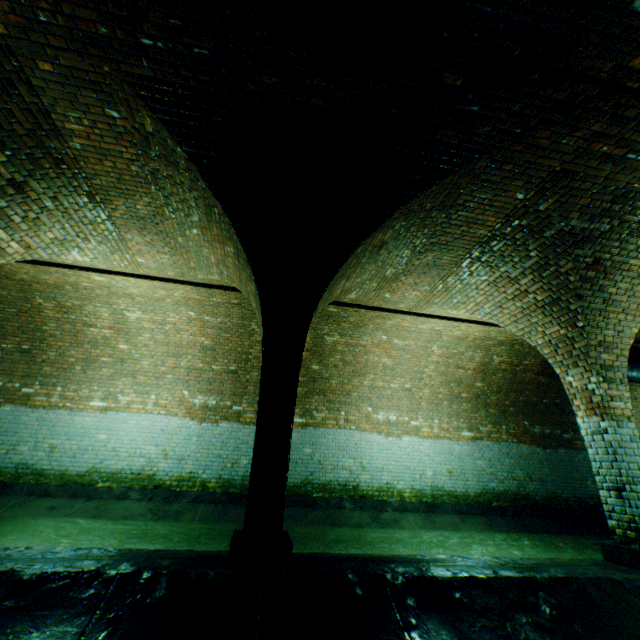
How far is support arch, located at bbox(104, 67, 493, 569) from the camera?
3.4 meters

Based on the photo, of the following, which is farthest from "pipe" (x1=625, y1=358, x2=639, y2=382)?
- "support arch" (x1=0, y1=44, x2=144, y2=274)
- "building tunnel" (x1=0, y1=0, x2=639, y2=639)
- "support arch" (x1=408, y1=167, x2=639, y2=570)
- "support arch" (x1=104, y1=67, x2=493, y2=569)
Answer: "support arch" (x1=0, y1=44, x2=144, y2=274)

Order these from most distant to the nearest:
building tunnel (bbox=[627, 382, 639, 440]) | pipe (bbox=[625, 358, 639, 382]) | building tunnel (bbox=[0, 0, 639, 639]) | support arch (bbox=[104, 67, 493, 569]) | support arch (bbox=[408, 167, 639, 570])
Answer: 1. building tunnel (bbox=[627, 382, 639, 440])
2. pipe (bbox=[625, 358, 639, 382])
3. support arch (bbox=[408, 167, 639, 570])
4. support arch (bbox=[104, 67, 493, 569])
5. building tunnel (bbox=[0, 0, 639, 639])

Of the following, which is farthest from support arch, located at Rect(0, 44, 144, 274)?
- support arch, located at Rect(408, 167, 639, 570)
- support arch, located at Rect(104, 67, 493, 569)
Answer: support arch, located at Rect(408, 167, 639, 570)

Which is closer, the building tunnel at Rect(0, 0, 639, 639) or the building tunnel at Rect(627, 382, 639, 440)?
the building tunnel at Rect(0, 0, 639, 639)

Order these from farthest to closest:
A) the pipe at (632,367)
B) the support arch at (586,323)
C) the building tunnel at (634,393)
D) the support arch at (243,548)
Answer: the building tunnel at (634,393), the pipe at (632,367), the support arch at (586,323), the support arch at (243,548)

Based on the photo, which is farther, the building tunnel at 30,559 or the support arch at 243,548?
the support arch at 243,548

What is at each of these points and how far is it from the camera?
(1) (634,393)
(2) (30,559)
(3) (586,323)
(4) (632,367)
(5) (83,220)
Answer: (1) building tunnel, 10.37m
(2) building tunnel, 3.04m
(3) support arch, 4.94m
(4) pipe, 8.14m
(5) support arch, 5.04m
